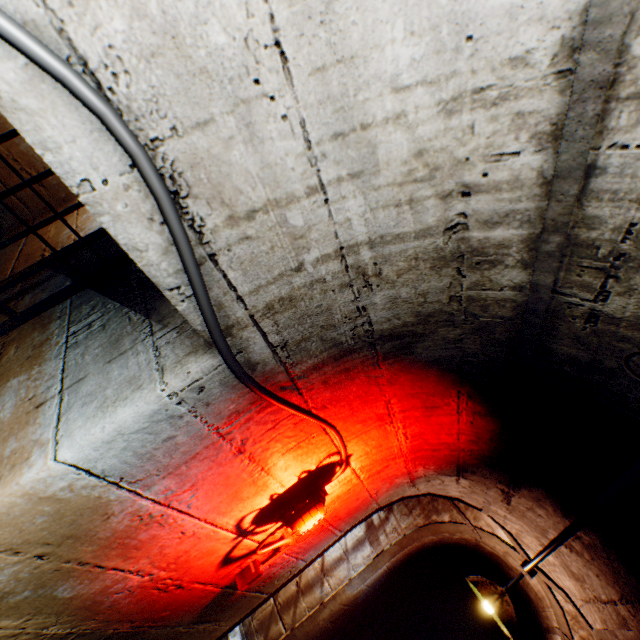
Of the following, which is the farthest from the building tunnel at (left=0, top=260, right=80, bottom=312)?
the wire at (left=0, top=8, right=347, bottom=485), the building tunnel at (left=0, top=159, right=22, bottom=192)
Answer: the building tunnel at (left=0, top=159, right=22, bottom=192)

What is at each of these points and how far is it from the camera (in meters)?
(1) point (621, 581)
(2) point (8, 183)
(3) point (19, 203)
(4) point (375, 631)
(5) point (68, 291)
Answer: (1) building tunnel, 1.59
(2) building tunnel, 4.13
(3) building tunnel, 4.29
(4) gate, 4.23
(5) gate, 1.55

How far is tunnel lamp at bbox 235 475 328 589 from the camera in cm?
163

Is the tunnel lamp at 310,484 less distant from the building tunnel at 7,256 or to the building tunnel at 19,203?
the building tunnel at 7,256

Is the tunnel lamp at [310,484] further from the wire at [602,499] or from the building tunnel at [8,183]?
the building tunnel at [8,183]

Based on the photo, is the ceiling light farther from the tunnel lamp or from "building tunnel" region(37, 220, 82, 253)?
the tunnel lamp

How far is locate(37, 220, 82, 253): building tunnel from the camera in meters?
2.1 m
